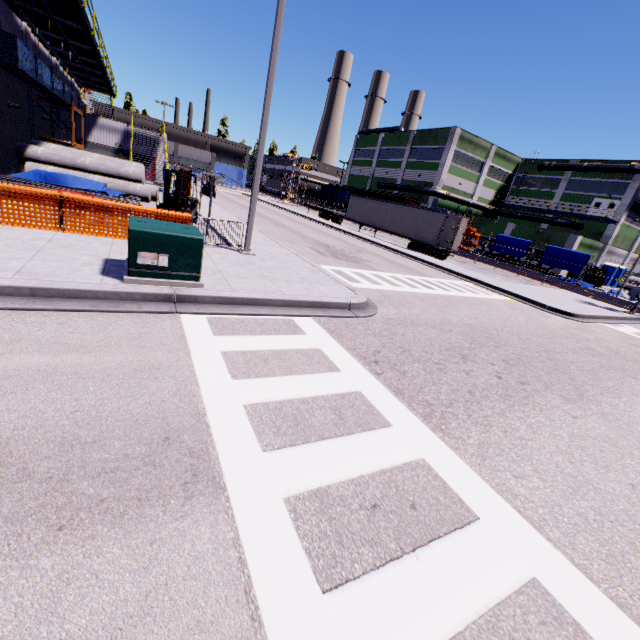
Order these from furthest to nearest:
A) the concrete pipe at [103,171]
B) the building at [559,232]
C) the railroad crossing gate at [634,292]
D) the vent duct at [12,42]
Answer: the building at [559,232], the railroad crossing gate at [634,292], the concrete pipe at [103,171], the vent duct at [12,42]

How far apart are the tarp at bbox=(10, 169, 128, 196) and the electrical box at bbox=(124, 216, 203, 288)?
11.40m

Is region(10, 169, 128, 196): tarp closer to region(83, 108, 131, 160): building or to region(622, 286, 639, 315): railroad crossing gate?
region(83, 108, 131, 160): building

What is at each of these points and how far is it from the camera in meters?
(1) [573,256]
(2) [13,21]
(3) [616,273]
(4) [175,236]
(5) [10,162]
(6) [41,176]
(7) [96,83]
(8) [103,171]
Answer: (1) tarp, 30.9 m
(2) building, 15.9 m
(3) portable restroom, 42.4 m
(4) electrical box, 6.4 m
(5) building, 15.8 m
(6) tarp, 15.0 m
(7) balcony, 31.4 m
(8) concrete pipe, 17.8 m

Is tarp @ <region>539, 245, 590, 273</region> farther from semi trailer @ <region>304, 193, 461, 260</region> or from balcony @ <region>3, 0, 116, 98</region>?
balcony @ <region>3, 0, 116, 98</region>

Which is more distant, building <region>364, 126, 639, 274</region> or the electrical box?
building <region>364, 126, 639, 274</region>

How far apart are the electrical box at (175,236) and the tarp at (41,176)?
11.4m

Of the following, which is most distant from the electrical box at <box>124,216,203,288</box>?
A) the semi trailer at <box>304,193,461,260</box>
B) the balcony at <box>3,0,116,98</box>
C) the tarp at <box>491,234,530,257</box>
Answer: the tarp at <box>491,234,530,257</box>
